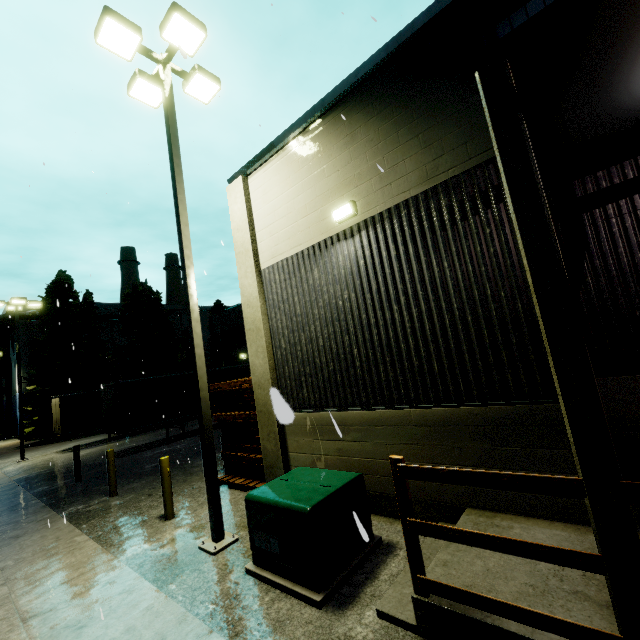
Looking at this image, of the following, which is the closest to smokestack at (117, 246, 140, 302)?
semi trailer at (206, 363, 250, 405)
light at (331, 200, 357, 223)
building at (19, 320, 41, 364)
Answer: building at (19, 320, 41, 364)

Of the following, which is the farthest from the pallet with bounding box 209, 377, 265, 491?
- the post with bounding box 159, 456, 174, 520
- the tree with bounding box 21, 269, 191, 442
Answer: the tree with bounding box 21, 269, 191, 442

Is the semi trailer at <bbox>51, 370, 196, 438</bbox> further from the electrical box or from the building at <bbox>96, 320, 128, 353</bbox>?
the building at <bbox>96, 320, 128, 353</bbox>

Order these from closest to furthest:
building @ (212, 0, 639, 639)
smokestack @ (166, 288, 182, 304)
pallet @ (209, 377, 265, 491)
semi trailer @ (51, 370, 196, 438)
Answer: building @ (212, 0, 639, 639), pallet @ (209, 377, 265, 491), semi trailer @ (51, 370, 196, 438), smokestack @ (166, 288, 182, 304)

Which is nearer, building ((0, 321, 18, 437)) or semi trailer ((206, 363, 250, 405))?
semi trailer ((206, 363, 250, 405))

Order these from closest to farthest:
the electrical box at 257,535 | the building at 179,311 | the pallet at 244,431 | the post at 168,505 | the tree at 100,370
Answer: the electrical box at 257,535 → the post at 168,505 → the pallet at 244,431 → the tree at 100,370 → the building at 179,311

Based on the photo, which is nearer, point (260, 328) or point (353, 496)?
point (353, 496)

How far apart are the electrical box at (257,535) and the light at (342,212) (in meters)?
4.51
